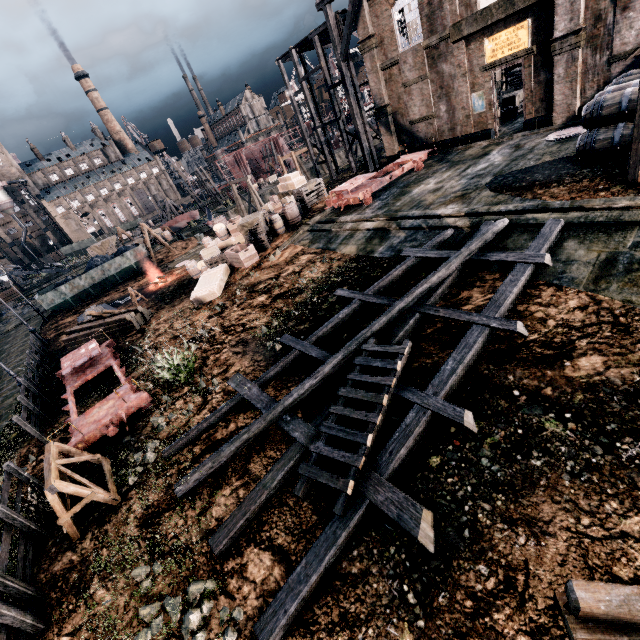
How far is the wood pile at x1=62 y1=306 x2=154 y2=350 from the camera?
19.9m

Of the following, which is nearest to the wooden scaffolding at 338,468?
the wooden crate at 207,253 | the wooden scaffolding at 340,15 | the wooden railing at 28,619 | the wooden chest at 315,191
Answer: the wooden railing at 28,619

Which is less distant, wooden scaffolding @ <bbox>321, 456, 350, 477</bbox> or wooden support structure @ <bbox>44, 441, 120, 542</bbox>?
wooden scaffolding @ <bbox>321, 456, 350, 477</bbox>

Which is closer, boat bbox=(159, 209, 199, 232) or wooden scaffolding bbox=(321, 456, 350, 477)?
wooden scaffolding bbox=(321, 456, 350, 477)

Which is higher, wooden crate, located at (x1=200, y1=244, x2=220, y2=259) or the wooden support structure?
wooden crate, located at (x1=200, y1=244, x2=220, y2=259)

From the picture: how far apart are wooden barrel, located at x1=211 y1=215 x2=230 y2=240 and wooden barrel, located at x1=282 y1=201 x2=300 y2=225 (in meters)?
4.51

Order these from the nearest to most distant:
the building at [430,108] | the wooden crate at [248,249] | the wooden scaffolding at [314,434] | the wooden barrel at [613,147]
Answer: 1. the wooden scaffolding at [314,434]
2. the wooden barrel at [613,147]
3. the building at [430,108]
4. the wooden crate at [248,249]

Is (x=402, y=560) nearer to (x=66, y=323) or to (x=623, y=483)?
(x=623, y=483)
